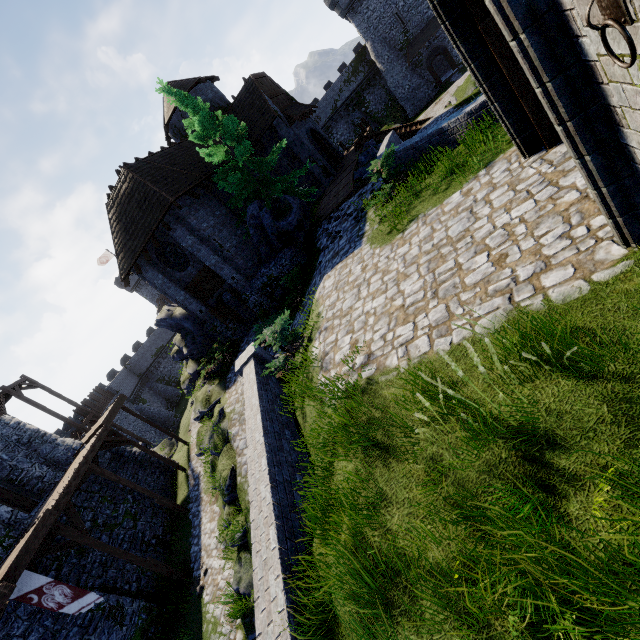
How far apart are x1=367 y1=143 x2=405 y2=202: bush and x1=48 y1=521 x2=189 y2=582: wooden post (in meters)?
15.55

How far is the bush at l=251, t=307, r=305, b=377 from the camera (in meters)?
8.79

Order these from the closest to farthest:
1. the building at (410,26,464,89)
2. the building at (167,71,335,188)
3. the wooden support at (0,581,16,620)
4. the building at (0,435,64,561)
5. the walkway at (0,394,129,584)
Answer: the wooden support at (0,581,16,620)
the walkway at (0,394,129,584)
the building at (0,435,64,561)
the building at (167,71,335,188)
the building at (410,26,464,89)

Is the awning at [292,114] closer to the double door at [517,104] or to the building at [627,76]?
the building at [627,76]

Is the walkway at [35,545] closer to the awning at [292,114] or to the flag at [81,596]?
the flag at [81,596]

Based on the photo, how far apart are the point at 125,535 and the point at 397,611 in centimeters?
1821cm

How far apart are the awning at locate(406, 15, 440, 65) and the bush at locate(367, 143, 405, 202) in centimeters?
3840cm

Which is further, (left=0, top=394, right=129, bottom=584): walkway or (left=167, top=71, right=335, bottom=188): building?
(left=167, top=71, right=335, bottom=188): building
